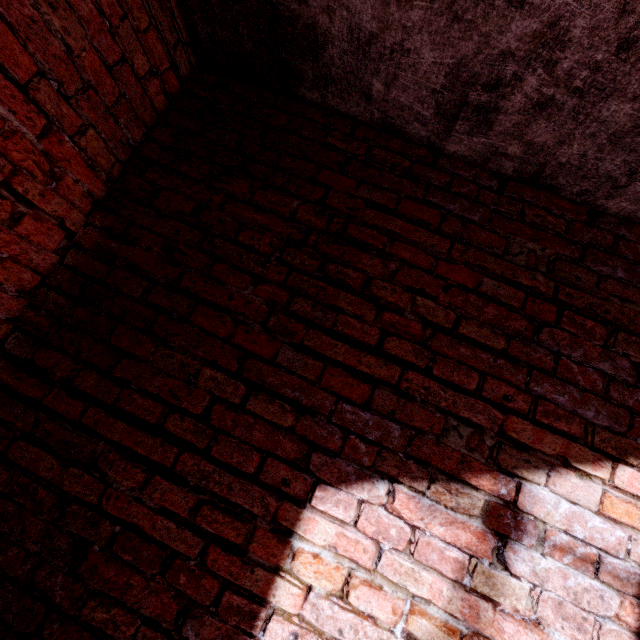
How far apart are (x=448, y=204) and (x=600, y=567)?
1.59m
